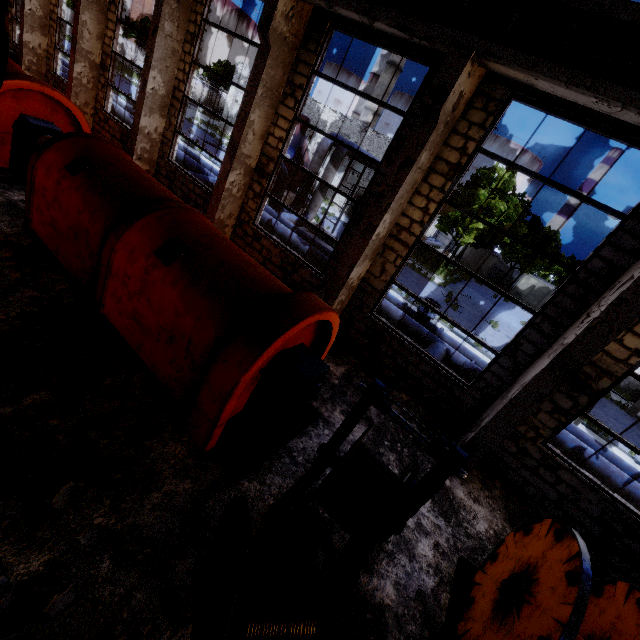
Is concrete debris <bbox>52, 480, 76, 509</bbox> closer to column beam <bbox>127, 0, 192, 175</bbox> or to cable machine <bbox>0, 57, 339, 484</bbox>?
cable machine <bbox>0, 57, 339, 484</bbox>

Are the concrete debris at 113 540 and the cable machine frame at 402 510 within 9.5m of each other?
yes

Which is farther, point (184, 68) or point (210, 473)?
point (184, 68)

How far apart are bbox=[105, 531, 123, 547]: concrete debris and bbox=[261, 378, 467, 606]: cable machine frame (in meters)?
1.47

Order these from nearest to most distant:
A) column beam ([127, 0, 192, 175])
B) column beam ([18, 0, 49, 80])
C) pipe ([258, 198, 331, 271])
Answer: column beam ([127, 0, 192, 175]) < pipe ([258, 198, 331, 271]) < column beam ([18, 0, 49, 80])

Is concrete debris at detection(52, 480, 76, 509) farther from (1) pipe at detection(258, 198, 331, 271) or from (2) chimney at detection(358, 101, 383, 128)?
(2) chimney at detection(358, 101, 383, 128)

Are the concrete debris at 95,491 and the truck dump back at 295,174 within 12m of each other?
no

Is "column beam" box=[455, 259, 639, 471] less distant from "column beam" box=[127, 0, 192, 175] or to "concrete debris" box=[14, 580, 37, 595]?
"concrete debris" box=[14, 580, 37, 595]
